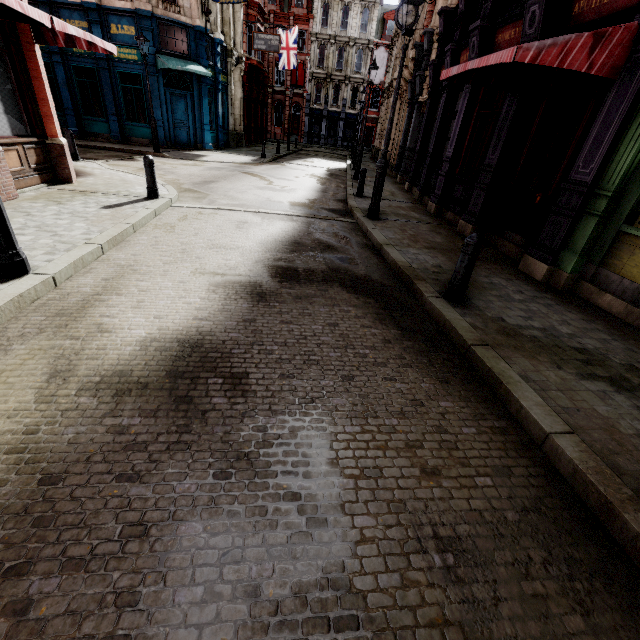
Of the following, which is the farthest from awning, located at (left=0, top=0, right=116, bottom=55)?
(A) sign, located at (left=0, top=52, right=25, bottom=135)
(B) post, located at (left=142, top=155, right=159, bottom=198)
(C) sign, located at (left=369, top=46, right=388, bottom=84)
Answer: A: (C) sign, located at (left=369, top=46, right=388, bottom=84)

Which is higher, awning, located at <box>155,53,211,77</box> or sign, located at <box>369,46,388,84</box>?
sign, located at <box>369,46,388,84</box>

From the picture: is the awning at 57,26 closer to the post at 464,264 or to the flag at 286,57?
the post at 464,264

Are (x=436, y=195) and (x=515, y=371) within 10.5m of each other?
yes

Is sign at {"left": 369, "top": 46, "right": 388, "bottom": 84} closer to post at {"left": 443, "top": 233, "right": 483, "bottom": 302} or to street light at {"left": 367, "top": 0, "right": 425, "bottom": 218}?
street light at {"left": 367, "top": 0, "right": 425, "bottom": 218}

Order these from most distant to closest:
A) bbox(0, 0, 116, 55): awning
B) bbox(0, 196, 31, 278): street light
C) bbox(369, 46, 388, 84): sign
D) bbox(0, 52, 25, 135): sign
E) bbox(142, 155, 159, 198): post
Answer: bbox(369, 46, 388, 84): sign
bbox(142, 155, 159, 198): post
bbox(0, 52, 25, 135): sign
bbox(0, 0, 116, 55): awning
bbox(0, 196, 31, 278): street light

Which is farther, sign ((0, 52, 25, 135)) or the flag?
the flag

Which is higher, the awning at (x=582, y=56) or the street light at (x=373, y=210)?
the awning at (x=582, y=56)
